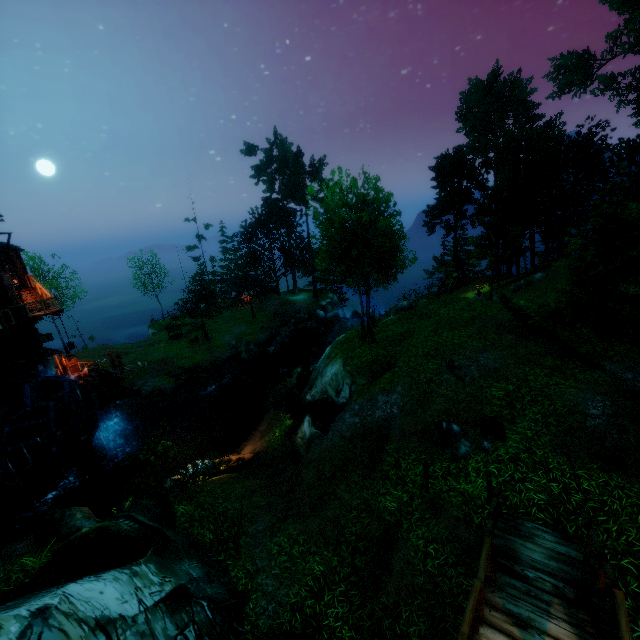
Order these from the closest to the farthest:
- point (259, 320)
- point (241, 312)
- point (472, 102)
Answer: point (472, 102)
point (259, 320)
point (241, 312)

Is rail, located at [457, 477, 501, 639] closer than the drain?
Yes

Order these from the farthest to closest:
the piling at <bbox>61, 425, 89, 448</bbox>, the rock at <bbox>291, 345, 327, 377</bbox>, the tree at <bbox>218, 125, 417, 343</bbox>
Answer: the rock at <bbox>291, 345, 327, 377</bbox>, the piling at <bbox>61, 425, 89, 448</bbox>, the tree at <bbox>218, 125, 417, 343</bbox>

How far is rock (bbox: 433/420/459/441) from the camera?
10.4 meters

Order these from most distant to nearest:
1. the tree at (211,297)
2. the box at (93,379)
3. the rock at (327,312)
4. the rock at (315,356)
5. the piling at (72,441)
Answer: the rock at (327,312)
the tree at (211,297)
the rock at (315,356)
the box at (93,379)
the piling at (72,441)

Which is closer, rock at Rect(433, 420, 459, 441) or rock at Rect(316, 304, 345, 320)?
rock at Rect(433, 420, 459, 441)

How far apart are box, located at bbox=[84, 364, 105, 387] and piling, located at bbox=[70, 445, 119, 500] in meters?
6.9 m

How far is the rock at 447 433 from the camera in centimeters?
1043cm
